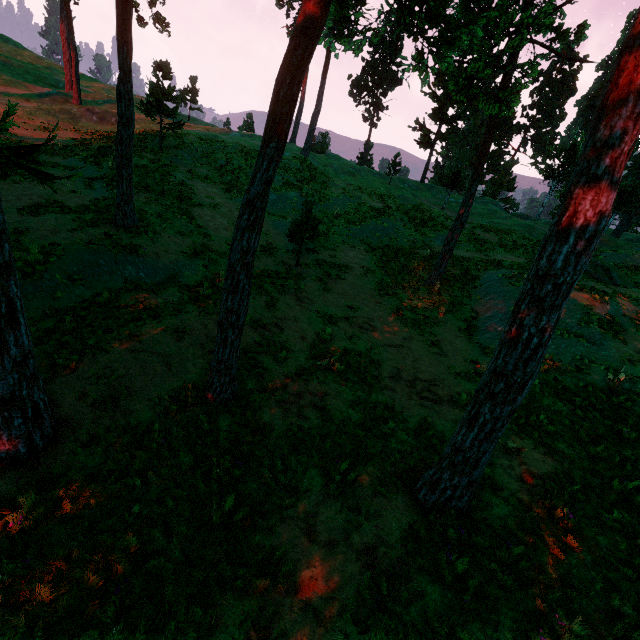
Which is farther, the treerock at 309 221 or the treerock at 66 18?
the treerock at 66 18

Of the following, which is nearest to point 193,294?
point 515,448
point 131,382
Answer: point 131,382

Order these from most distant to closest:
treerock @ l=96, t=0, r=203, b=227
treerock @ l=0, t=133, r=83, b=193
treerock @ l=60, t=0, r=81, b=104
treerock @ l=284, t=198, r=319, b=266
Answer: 1. treerock @ l=60, t=0, r=81, b=104
2. treerock @ l=284, t=198, r=319, b=266
3. treerock @ l=96, t=0, r=203, b=227
4. treerock @ l=0, t=133, r=83, b=193

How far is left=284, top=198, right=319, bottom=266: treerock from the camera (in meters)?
16.02

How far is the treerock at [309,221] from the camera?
16.0 meters

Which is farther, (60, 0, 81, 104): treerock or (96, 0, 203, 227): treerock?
(60, 0, 81, 104): treerock

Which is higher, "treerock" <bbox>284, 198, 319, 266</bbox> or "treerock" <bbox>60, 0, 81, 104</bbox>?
"treerock" <bbox>60, 0, 81, 104</bbox>
